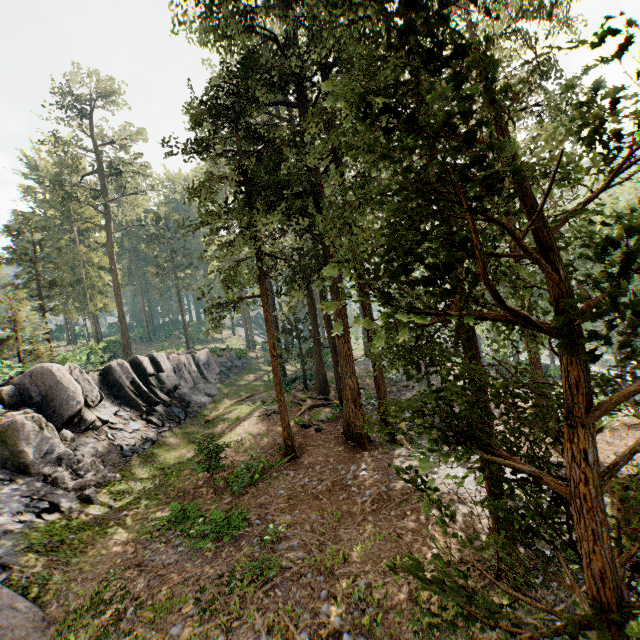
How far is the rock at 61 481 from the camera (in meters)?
12.99

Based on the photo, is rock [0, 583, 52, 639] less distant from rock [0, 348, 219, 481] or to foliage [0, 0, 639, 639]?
rock [0, 348, 219, 481]

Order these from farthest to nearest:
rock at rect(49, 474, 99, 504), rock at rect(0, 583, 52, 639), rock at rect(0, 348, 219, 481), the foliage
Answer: rock at rect(0, 348, 219, 481) < rock at rect(49, 474, 99, 504) < rock at rect(0, 583, 52, 639) < the foliage

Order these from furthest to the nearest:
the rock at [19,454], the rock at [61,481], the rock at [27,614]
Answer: the rock at [19,454] → the rock at [61,481] → the rock at [27,614]

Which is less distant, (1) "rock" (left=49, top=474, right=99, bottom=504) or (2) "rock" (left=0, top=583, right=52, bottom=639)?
(2) "rock" (left=0, top=583, right=52, bottom=639)

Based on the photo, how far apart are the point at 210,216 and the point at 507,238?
18.57m

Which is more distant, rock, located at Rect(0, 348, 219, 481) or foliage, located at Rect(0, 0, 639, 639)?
rock, located at Rect(0, 348, 219, 481)

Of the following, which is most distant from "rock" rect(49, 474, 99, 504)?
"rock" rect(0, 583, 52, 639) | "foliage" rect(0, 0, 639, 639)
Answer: "foliage" rect(0, 0, 639, 639)
